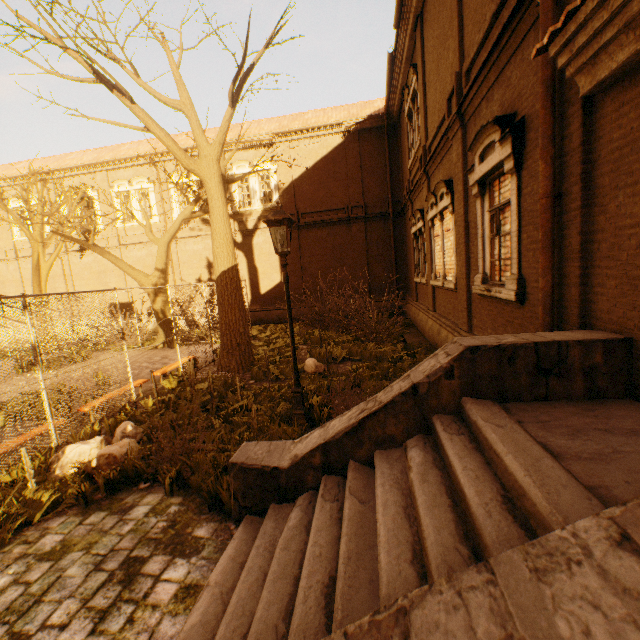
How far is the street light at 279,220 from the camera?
5.4 meters

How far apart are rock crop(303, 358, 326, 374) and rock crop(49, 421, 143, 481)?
4.34m

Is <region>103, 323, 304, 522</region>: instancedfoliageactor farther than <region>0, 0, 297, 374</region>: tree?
No

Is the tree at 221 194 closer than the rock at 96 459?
No

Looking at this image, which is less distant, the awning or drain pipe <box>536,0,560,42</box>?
the awning

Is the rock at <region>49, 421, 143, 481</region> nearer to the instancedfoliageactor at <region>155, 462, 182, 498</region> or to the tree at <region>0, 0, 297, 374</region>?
the instancedfoliageactor at <region>155, 462, 182, 498</region>

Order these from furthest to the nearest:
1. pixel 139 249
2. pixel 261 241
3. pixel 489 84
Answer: pixel 139 249 → pixel 261 241 → pixel 489 84

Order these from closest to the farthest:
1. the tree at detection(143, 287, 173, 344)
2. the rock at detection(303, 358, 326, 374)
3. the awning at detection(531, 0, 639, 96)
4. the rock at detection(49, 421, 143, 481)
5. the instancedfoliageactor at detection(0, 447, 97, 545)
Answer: the awning at detection(531, 0, 639, 96), the instancedfoliageactor at detection(0, 447, 97, 545), the rock at detection(49, 421, 143, 481), the rock at detection(303, 358, 326, 374), the tree at detection(143, 287, 173, 344)
